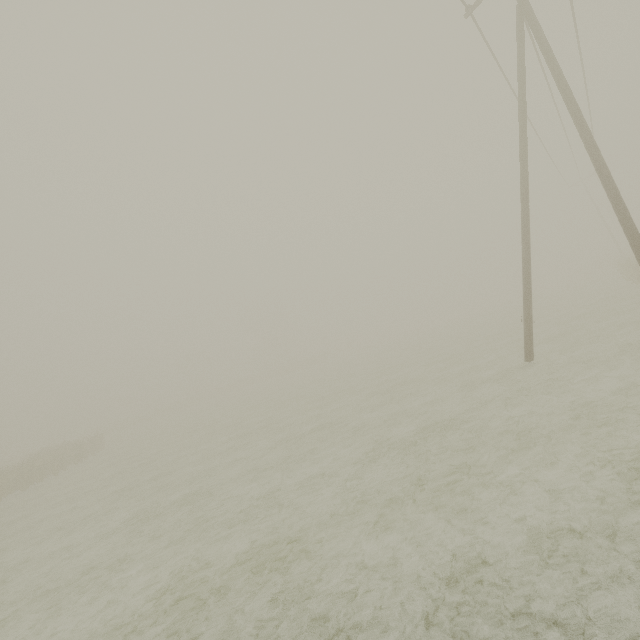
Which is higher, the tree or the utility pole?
the utility pole

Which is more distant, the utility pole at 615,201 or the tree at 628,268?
the tree at 628,268

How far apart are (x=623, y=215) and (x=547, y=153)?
18.7 meters

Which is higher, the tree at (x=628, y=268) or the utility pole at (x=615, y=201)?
the utility pole at (x=615, y=201)

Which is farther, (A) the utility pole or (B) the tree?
(B) the tree
